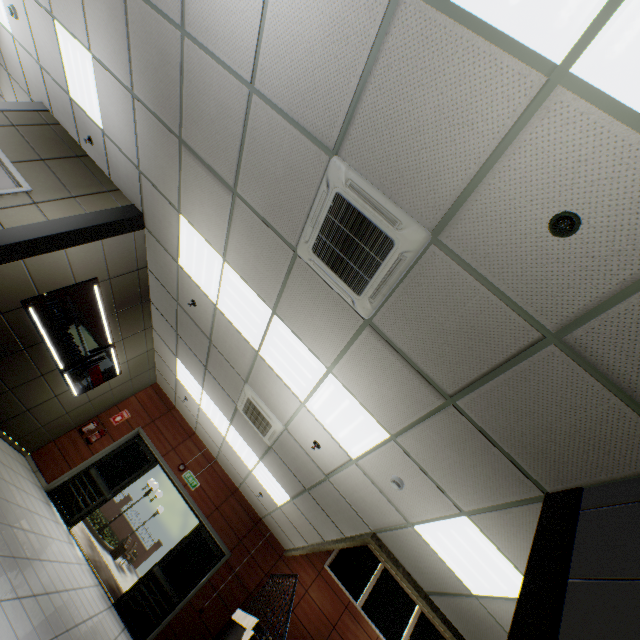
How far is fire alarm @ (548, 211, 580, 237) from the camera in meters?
1.7 m

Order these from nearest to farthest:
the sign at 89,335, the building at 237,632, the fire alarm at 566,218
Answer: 1. the fire alarm at 566,218
2. the sign at 89,335
3. the building at 237,632

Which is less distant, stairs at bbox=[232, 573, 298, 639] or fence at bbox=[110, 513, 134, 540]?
stairs at bbox=[232, 573, 298, 639]

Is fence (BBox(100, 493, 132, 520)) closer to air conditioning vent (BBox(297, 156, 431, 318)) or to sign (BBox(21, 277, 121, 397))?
sign (BBox(21, 277, 121, 397))

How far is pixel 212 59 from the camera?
2.9 meters

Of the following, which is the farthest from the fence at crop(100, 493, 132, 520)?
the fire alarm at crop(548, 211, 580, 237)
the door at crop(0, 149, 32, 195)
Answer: the fire alarm at crop(548, 211, 580, 237)

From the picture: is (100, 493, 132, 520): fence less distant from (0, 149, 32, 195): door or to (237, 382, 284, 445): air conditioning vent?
(237, 382, 284, 445): air conditioning vent

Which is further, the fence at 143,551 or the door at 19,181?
the fence at 143,551
